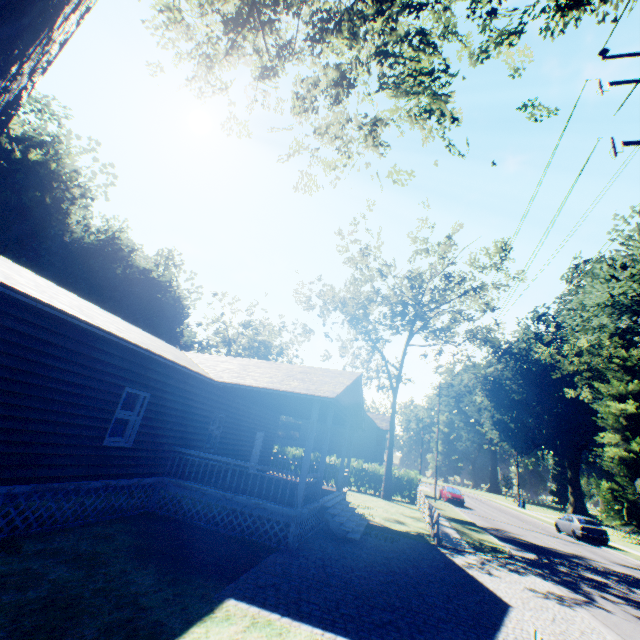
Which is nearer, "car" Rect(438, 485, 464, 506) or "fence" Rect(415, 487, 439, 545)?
"fence" Rect(415, 487, 439, 545)

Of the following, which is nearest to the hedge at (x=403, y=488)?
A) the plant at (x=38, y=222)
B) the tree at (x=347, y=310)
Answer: the tree at (x=347, y=310)

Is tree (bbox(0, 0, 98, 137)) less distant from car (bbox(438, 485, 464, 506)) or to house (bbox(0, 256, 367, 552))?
house (bbox(0, 256, 367, 552))

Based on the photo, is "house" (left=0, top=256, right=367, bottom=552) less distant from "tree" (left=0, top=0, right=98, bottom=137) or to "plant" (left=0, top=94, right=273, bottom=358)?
"tree" (left=0, top=0, right=98, bottom=137)

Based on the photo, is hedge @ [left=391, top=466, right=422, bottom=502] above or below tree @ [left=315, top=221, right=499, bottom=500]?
below

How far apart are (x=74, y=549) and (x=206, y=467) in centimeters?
673cm

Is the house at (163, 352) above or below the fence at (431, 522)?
above

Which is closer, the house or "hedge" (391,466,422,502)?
the house
